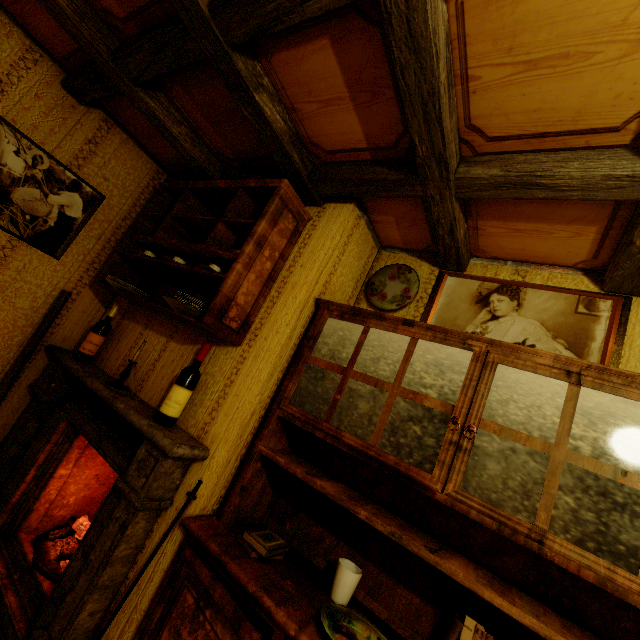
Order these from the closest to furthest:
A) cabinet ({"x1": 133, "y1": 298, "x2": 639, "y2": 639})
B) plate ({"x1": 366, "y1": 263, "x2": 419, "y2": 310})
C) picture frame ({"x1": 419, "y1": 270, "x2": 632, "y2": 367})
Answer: cabinet ({"x1": 133, "y1": 298, "x2": 639, "y2": 639}), picture frame ({"x1": 419, "y1": 270, "x2": 632, "y2": 367}), plate ({"x1": 366, "y1": 263, "x2": 419, "y2": 310})

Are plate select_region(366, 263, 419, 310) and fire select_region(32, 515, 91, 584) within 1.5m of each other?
no

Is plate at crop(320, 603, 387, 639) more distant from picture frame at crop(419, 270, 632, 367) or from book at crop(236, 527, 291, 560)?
picture frame at crop(419, 270, 632, 367)

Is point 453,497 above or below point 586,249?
below

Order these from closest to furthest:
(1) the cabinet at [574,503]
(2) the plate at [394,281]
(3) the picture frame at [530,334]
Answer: (1) the cabinet at [574,503], (3) the picture frame at [530,334], (2) the plate at [394,281]

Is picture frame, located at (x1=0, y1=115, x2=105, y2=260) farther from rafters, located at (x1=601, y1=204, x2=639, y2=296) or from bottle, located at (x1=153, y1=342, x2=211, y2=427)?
bottle, located at (x1=153, y1=342, x2=211, y2=427)

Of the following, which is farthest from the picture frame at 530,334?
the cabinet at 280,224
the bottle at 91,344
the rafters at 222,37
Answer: the bottle at 91,344

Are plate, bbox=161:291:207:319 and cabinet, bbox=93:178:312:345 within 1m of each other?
yes
